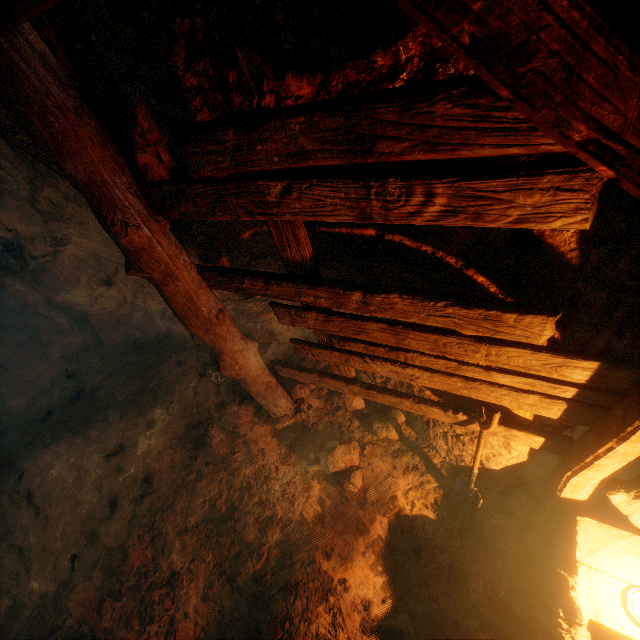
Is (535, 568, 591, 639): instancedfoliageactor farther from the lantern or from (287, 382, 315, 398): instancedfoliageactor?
(287, 382, 315, 398): instancedfoliageactor

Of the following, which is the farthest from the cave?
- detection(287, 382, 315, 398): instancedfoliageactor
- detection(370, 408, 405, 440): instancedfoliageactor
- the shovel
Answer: the shovel

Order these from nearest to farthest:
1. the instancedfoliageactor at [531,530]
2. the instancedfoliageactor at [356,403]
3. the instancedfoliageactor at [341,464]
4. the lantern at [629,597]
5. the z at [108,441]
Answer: the z at [108,441], the lantern at [629,597], the instancedfoliageactor at [531,530], the instancedfoliageactor at [341,464], the instancedfoliageactor at [356,403]

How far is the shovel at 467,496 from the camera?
2.4 meters

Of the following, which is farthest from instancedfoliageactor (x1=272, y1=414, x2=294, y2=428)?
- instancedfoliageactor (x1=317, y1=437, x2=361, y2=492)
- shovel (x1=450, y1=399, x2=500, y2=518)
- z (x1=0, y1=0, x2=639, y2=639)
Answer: shovel (x1=450, y1=399, x2=500, y2=518)

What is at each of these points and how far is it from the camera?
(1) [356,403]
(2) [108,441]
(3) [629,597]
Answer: (1) instancedfoliageactor, 3.91m
(2) z, 4.56m
(3) lantern, 1.99m

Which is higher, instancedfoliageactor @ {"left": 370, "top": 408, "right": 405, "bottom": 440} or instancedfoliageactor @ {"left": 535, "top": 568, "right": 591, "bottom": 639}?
instancedfoliageactor @ {"left": 535, "top": 568, "right": 591, "bottom": 639}

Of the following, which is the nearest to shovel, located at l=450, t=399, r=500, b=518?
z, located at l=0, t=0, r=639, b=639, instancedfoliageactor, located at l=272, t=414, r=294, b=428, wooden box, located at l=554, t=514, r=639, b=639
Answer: z, located at l=0, t=0, r=639, b=639
